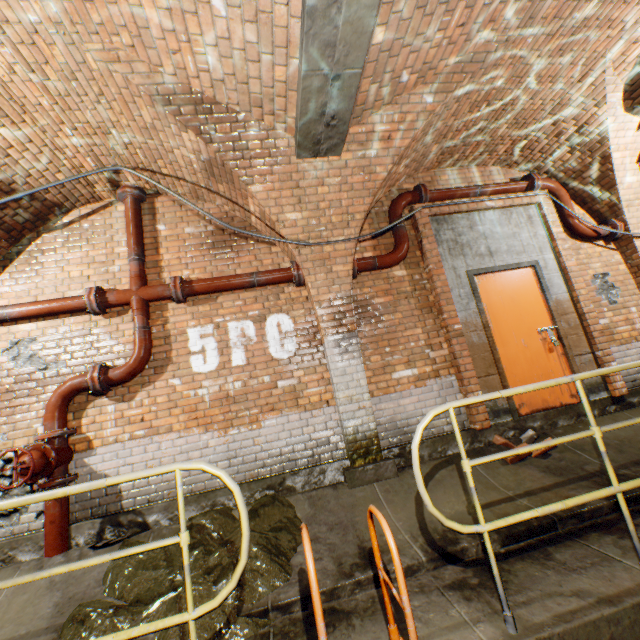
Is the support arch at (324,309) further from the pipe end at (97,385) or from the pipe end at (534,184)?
the pipe end at (97,385)

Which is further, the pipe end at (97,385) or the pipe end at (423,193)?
the pipe end at (423,193)

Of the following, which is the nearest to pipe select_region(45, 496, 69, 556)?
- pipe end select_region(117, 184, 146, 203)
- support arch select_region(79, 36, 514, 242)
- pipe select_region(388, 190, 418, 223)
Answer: support arch select_region(79, 36, 514, 242)

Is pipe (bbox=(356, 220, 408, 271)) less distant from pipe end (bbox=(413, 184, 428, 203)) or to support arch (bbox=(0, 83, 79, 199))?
pipe end (bbox=(413, 184, 428, 203))

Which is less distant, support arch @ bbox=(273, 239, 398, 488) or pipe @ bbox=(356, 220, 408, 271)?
support arch @ bbox=(273, 239, 398, 488)

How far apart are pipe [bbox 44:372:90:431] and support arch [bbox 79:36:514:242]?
2.6 meters

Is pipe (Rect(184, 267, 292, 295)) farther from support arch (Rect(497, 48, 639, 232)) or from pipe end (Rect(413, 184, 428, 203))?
support arch (Rect(497, 48, 639, 232))

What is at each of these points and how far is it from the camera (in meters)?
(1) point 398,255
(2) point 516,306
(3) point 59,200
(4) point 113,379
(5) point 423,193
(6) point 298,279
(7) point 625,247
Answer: (1) pipe, 4.69
(2) door, 4.87
(3) support arch, 4.21
(4) pipe, 3.82
(5) pipe end, 4.92
(6) pipe end, 4.37
(7) support arch, 5.31
